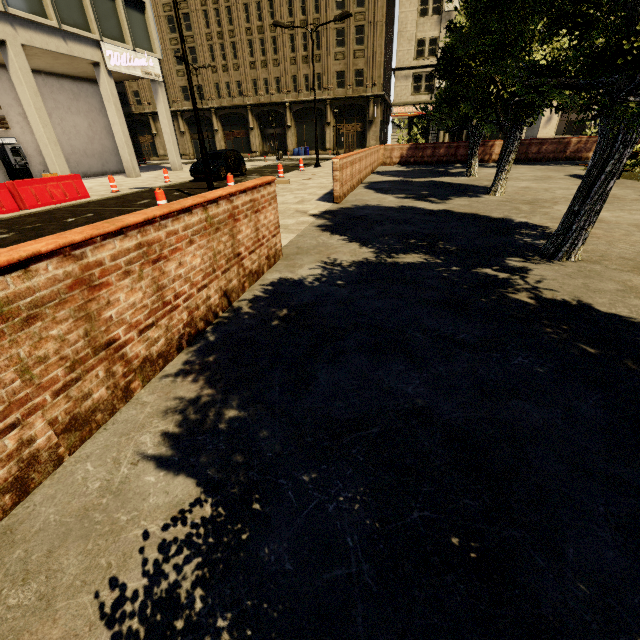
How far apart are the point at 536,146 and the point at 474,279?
20.8 meters

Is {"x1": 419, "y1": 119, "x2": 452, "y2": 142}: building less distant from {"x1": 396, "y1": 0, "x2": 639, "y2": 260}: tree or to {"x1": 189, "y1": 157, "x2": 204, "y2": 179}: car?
{"x1": 189, "y1": 157, "x2": 204, "y2": 179}: car

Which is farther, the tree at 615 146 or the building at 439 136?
the building at 439 136

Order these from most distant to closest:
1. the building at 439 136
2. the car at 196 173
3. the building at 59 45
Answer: the building at 439 136 → the car at 196 173 → the building at 59 45

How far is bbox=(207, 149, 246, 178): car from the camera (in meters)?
17.08

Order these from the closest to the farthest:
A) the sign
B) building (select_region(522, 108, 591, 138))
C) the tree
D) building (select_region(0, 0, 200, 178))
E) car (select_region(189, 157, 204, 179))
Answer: the tree → building (select_region(0, 0, 200, 178)) → car (select_region(189, 157, 204, 179)) → the sign → building (select_region(522, 108, 591, 138))

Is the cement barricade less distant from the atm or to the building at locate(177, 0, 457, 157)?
the building at locate(177, 0, 457, 157)
